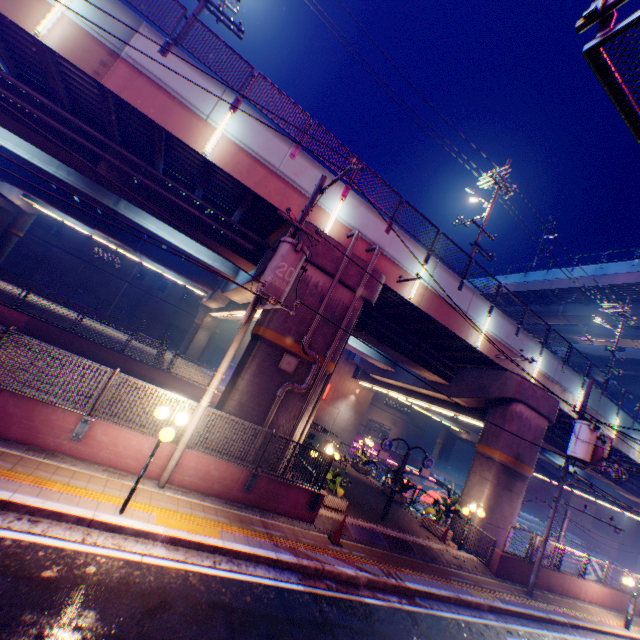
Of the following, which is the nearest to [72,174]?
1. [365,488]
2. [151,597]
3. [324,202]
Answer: [324,202]

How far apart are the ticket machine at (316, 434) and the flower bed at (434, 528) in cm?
816

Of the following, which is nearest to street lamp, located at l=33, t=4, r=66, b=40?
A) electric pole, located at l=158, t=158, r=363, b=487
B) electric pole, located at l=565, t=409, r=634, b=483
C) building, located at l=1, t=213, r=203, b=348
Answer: electric pole, located at l=158, t=158, r=363, b=487

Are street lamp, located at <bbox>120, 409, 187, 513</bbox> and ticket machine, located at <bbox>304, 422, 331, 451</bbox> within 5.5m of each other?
no

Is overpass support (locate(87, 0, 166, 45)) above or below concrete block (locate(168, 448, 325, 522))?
above

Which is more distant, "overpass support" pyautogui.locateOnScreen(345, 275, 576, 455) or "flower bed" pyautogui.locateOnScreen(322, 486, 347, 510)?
"overpass support" pyautogui.locateOnScreen(345, 275, 576, 455)

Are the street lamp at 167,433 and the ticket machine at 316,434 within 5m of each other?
no

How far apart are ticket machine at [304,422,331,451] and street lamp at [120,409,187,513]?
15.7m
